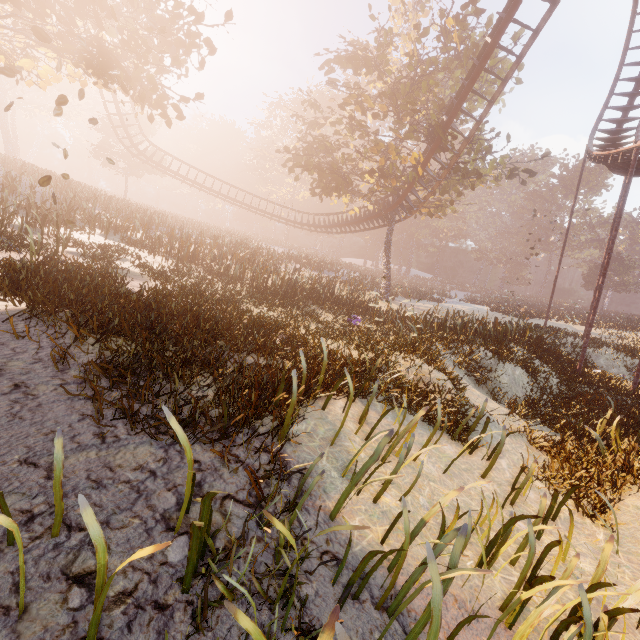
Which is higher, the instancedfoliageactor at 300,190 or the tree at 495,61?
the tree at 495,61

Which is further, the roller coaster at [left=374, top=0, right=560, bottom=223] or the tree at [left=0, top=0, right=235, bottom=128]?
the roller coaster at [left=374, top=0, right=560, bottom=223]

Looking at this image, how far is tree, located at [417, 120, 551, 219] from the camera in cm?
1881

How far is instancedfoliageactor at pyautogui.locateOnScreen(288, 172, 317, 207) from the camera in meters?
51.3

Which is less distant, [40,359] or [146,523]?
[146,523]

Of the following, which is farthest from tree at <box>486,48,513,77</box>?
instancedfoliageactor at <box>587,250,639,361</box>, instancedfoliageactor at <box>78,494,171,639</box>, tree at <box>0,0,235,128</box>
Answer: instancedfoliageactor at <box>78,494,171,639</box>

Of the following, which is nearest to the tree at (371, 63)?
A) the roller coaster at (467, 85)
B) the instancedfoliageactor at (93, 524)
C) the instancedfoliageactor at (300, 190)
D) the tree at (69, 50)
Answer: the roller coaster at (467, 85)

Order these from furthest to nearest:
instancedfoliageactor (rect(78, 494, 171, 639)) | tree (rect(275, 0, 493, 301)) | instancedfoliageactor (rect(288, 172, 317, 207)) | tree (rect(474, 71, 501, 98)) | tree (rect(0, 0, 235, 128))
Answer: instancedfoliageactor (rect(288, 172, 317, 207)) → tree (rect(474, 71, 501, 98)) → tree (rect(275, 0, 493, 301)) → tree (rect(0, 0, 235, 128)) → instancedfoliageactor (rect(78, 494, 171, 639))
